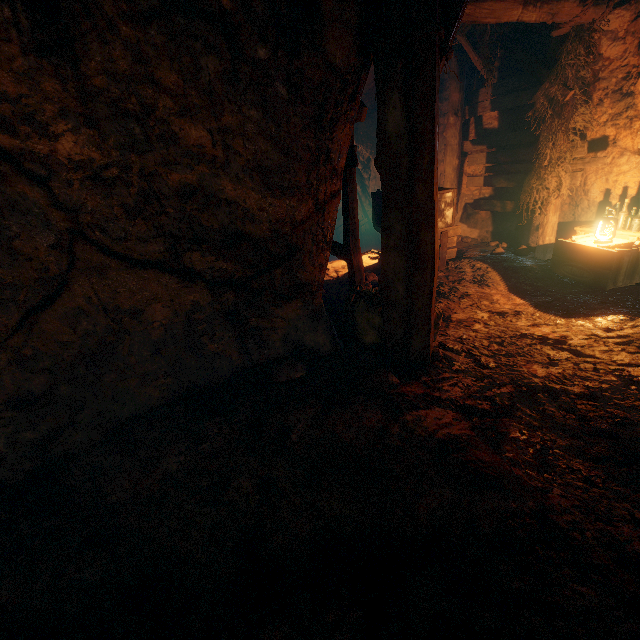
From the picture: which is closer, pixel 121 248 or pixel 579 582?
pixel 579 582

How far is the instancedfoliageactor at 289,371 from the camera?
3.7 meters

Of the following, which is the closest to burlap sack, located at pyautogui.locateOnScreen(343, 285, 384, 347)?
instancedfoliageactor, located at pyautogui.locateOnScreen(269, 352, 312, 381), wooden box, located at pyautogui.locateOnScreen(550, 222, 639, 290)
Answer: instancedfoliageactor, located at pyautogui.locateOnScreen(269, 352, 312, 381)

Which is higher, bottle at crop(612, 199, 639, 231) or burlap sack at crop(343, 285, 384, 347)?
bottle at crop(612, 199, 639, 231)

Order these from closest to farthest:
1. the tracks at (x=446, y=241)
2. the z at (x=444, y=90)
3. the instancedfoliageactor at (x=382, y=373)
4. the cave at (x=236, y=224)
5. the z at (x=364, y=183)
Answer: the cave at (x=236, y=224), the instancedfoliageactor at (x=382, y=373), the tracks at (x=446, y=241), the z at (x=444, y=90), the z at (x=364, y=183)

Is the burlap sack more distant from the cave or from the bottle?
the bottle

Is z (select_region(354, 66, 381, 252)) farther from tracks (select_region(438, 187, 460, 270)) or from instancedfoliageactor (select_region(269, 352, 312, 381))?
instancedfoliageactor (select_region(269, 352, 312, 381))

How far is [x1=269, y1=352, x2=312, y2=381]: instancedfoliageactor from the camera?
3.7 meters
